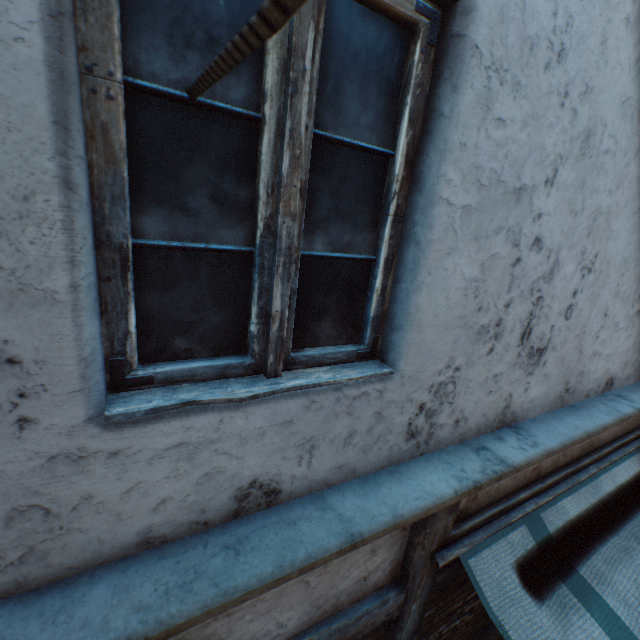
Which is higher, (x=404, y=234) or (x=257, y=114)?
(x=257, y=114)

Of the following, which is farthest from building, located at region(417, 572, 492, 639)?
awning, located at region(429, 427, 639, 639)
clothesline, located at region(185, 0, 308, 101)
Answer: clothesline, located at region(185, 0, 308, 101)

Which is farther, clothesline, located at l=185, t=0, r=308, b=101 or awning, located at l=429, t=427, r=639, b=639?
awning, located at l=429, t=427, r=639, b=639

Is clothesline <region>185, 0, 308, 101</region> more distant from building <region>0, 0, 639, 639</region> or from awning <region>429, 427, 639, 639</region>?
awning <region>429, 427, 639, 639</region>

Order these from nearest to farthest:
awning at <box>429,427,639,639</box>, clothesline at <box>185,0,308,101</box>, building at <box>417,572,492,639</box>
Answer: clothesline at <box>185,0,308,101</box>
awning at <box>429,427,639,639</box>
building at <box>417,572,492,639</box>

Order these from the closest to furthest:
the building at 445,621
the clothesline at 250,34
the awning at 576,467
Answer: the clothesline at 250,34 < the awning at 576,467 < the building at 445,621

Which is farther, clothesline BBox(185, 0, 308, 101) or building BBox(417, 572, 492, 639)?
building BBox(417, 572, 492, 639)

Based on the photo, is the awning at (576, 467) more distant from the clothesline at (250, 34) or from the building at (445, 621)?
the clothesline at (250, 34)
